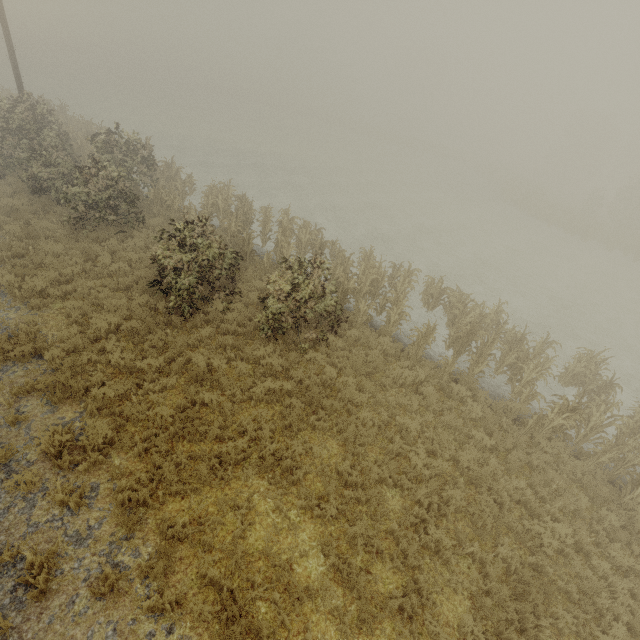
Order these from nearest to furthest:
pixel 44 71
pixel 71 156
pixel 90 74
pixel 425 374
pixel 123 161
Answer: pixel 425 374
pixel 123 161
pixel 71 156
pixel 44 71
pixel 90 74

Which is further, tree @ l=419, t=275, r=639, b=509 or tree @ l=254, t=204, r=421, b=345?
tree @ l=254, t=204, r=421, b=345

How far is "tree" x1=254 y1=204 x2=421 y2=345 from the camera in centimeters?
966cm

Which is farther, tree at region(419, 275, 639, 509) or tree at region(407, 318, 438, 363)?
tree at region(407, 318, 438, 363)

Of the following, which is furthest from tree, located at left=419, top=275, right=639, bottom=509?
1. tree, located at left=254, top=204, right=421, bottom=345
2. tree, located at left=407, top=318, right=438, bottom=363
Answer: tree, located at left=254, top=204, right=421, bottom=345

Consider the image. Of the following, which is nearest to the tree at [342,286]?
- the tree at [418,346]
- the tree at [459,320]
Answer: the tree at [418,346]

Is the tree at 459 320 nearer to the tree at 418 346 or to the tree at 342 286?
the tree at 418 346

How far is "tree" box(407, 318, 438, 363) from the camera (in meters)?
10.35
